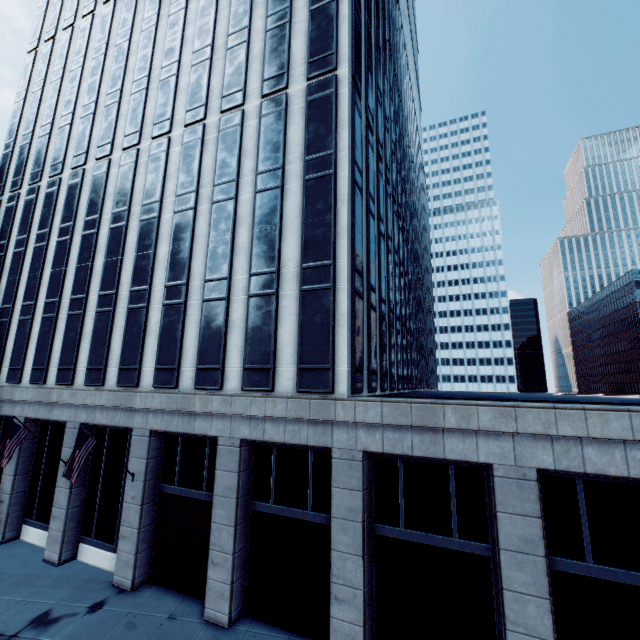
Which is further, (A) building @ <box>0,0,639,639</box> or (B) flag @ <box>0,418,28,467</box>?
(B) flag @ <box>0,418,28,467</box>

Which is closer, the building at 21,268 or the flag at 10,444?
the building at 21,268

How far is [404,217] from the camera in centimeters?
3525cm
